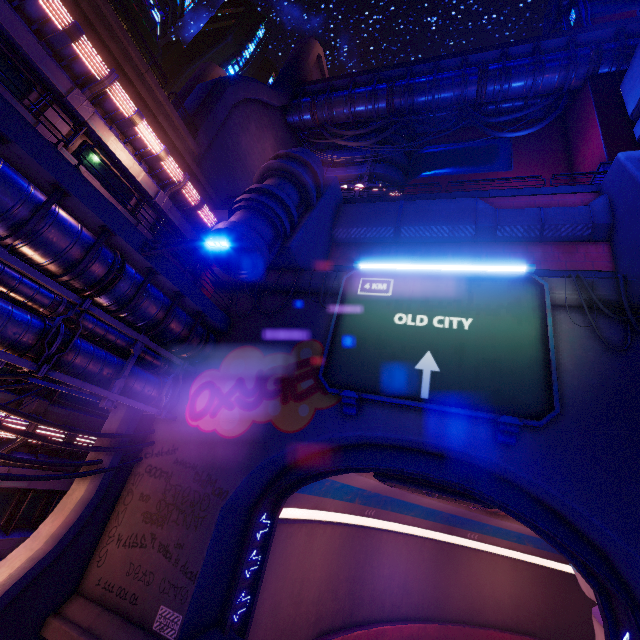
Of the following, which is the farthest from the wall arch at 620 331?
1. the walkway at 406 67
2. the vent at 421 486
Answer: the walkway at 406 67

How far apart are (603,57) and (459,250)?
24.19m

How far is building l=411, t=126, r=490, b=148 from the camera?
33.00m

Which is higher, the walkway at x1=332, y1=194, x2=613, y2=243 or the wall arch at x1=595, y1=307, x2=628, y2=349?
the walkway at x1=332, y1=194, x2=613, y2=243

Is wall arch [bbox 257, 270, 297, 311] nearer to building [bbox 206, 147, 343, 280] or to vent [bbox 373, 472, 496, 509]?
building [bbox 206, 147, 343, 280]

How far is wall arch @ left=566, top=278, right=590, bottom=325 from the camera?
11.32m

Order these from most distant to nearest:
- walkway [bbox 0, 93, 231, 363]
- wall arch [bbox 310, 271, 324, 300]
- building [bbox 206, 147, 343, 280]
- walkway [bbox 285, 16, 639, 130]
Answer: walkway [bbox 285, 16, 639, 130], wall arch [bbox 310, 271, 324, 300], building [bbox 206, 147, 343, 280], walkway [bbox 0, 93, 231, 363]

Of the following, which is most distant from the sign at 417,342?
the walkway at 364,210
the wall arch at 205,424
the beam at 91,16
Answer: the beam at 91,16
